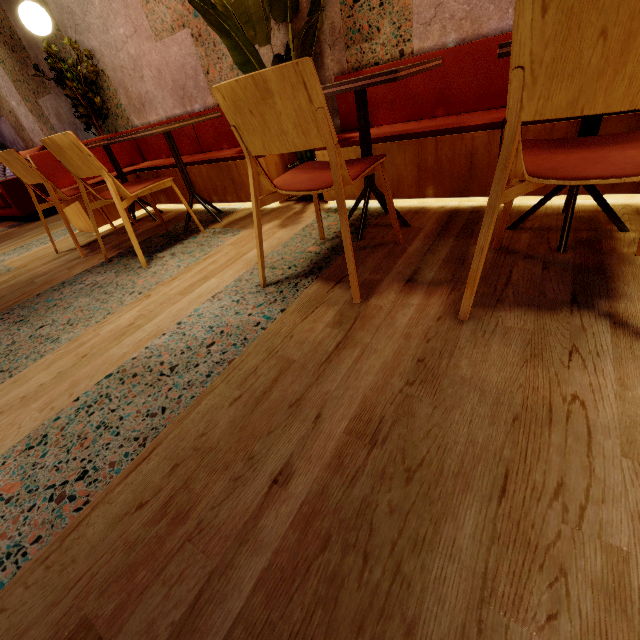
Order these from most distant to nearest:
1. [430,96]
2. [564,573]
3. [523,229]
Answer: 1. [430,96]
2. [523,229]
3. [564,573]

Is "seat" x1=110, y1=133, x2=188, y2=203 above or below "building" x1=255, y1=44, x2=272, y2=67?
below

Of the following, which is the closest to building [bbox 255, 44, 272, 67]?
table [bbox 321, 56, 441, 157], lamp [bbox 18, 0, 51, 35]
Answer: table [bbox 321, 56, 441, 157]

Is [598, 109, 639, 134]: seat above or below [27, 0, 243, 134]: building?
below

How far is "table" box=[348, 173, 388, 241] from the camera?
1.9m

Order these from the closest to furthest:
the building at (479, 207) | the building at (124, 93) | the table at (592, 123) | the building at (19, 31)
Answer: the building at (479, 207) < the table at (592, 123) < the building at (124, 93) < the building at (19, 31)

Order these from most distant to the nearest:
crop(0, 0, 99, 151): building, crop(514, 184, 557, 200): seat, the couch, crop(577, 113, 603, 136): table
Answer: the couch
crop(0, 0, 99, 151): building
crop(514, 184, 557, 200): seat
crop(577, 113, 603, 136): table

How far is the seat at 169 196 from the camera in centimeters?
348cm
